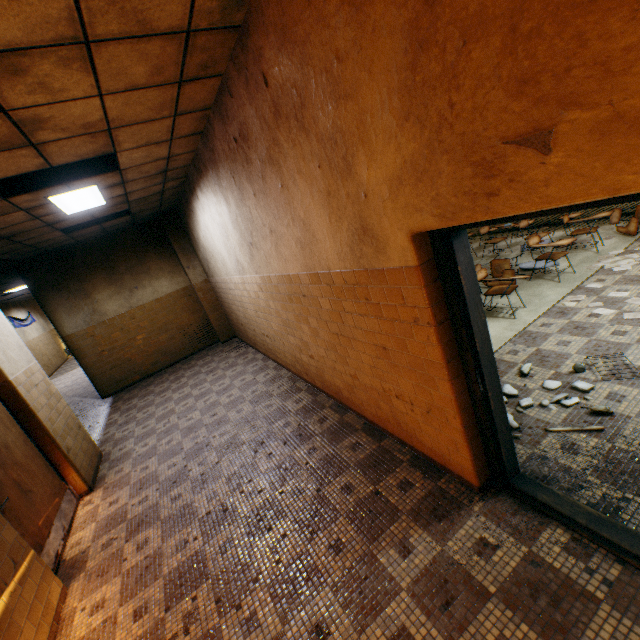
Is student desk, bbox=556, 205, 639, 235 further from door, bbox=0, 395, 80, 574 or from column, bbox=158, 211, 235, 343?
door, bbox=0, 395, 80, 574

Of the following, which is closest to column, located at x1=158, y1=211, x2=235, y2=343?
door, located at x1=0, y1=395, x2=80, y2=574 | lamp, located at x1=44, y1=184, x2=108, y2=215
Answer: lamp, located at x1=44, y1=184, x2=108, y2=215

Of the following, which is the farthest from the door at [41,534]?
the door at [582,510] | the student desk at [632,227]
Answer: the student desk at [632,227]

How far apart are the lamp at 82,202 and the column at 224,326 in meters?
3.1 m

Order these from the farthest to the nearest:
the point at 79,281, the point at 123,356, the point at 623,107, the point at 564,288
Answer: the point at 123,356 < the point at 79,281 < the point at 564,288 < the point at 623,107

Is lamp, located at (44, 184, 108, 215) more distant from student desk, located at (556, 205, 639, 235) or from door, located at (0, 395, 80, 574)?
student desk, located at (556, 205, 639, 235)

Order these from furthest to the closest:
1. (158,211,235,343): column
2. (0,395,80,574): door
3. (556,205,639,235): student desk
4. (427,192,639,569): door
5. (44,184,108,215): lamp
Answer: (158,211,235,343): column → (556,205,639,235): student desk → (44,184,108,215): lamp → (0,395,80,574): door → (427,192,639,569): door

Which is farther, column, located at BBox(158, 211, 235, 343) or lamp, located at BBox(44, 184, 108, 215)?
column, located at BBox(158, 211, 235, 343)
